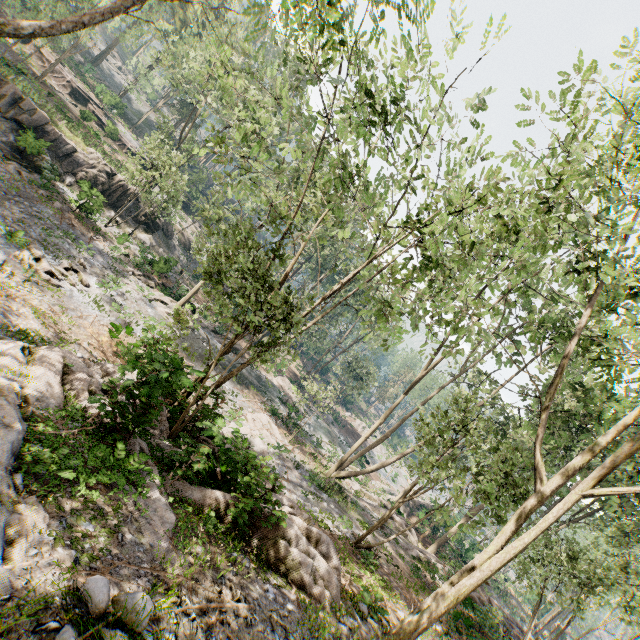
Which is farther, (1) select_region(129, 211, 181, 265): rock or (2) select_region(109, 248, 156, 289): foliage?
(1) select_region(129, 211, 181, 265): rock

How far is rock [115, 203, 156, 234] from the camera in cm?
3122

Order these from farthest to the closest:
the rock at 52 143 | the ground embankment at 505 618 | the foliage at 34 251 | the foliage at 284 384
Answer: the foliage at 284 384, the rock at 52 143, the ground embankment at 505 618, the foliage at 34 251

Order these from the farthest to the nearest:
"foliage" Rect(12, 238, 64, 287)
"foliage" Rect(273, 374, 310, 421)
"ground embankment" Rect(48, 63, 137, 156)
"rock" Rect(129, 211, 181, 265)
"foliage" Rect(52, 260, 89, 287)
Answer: "ground embankment" Rect(48, 63, 137, 156), "rock" Rect(129, 211, 181, 265), "foliage" Rect(273, 374, 310, 421), "foliage" Rect(52, 260, 89, 287), "foliage" Rect(12, 238, 64, 287)

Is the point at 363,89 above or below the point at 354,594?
above

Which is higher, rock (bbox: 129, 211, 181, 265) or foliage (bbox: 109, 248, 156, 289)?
rock (bbox: 129, 211, 181, 265)

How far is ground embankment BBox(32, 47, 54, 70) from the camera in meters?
38.9 m

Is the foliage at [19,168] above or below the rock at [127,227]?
below
